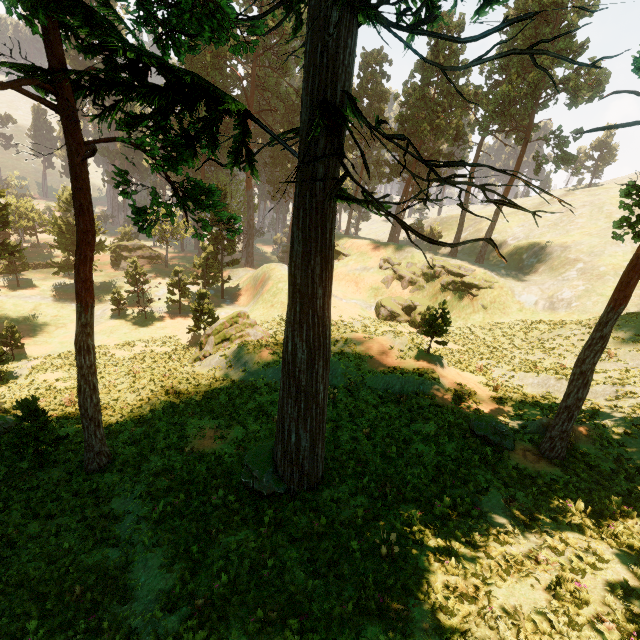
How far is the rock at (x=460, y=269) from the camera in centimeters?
3794cm

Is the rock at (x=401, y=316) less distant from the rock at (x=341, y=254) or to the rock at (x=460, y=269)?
→ the rock at (x=460, y=269)

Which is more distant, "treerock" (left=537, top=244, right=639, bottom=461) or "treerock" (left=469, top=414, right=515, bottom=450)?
"treerock" (left=469, top=414, right=515, bottom=450)

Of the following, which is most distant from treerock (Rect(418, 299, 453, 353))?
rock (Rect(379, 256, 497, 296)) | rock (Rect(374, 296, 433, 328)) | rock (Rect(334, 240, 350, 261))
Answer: rock (Rect(374, 296, 433, 328))

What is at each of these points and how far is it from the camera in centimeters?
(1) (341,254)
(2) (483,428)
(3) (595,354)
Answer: (1) rock, 5188cm
(2) treerock, 1348cm
(3) treerock, 1112cm

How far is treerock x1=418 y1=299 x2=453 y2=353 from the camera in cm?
1975

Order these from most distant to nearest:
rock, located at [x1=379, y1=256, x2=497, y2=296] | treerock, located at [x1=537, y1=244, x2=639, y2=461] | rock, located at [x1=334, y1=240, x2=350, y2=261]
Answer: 1. rock, located at [x1=334, y1=240, x2=350, y2=261]
2. rock, located at [x1=379, y1=256, x2=497, y2=296]
3. treerock, located at [x1=537, y1=244, x2=639, y2=461]

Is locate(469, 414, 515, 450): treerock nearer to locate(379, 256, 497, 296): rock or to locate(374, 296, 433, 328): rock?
locate(379, 256, 497, 296): rock
